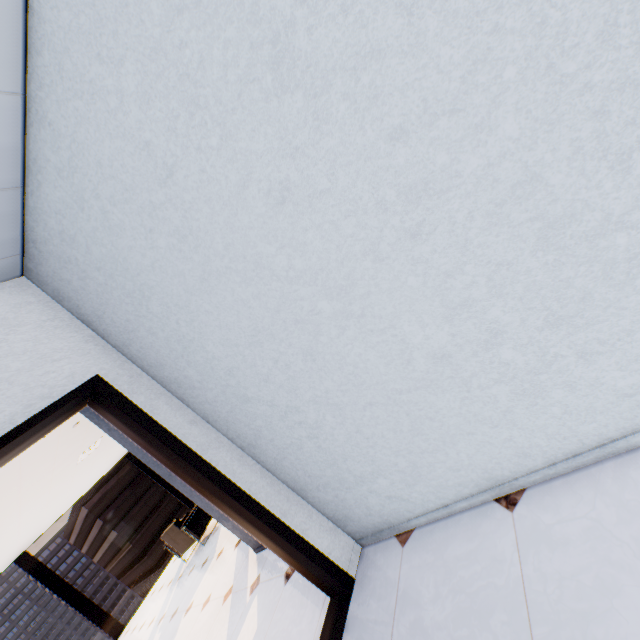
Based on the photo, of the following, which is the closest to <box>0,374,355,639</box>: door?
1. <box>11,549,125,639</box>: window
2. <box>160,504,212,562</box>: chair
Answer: <box>160,504,212,562</box>: chair

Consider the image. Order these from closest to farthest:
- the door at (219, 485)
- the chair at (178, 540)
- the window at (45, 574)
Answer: the door at (219, 485)
the chair at (178, 540)
the window at (45, 574)

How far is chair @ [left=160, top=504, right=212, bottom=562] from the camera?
6.61m

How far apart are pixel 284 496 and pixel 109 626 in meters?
9.2 m

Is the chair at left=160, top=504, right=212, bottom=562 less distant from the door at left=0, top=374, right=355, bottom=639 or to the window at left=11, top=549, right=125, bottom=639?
the window at left=11, top=549, right=125, bottom=639

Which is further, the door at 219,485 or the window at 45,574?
the window at 45,574
